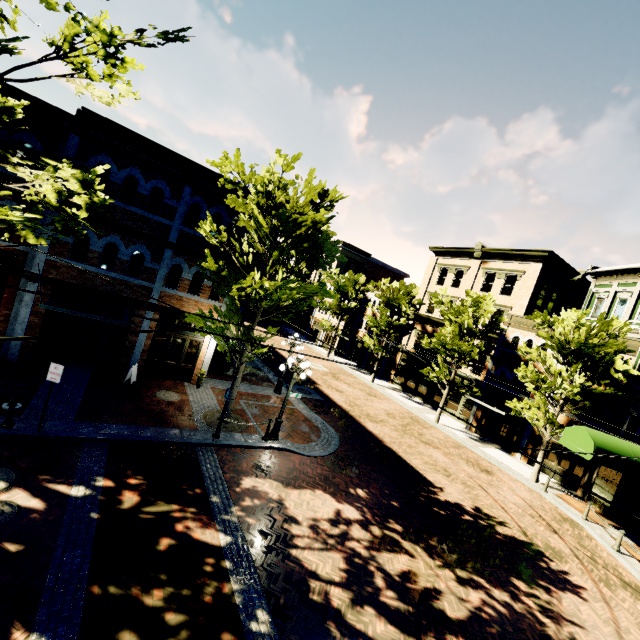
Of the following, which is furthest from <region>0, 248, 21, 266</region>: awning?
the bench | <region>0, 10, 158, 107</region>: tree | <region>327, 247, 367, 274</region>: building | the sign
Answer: <region>327, 247, 367, 274</region>: building

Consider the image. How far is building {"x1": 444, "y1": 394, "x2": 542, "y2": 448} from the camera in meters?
21.8 m

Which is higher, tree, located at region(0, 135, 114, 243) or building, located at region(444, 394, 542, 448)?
tree, located at region(0, 135, 114, 243)

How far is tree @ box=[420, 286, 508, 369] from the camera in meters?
22.5 m

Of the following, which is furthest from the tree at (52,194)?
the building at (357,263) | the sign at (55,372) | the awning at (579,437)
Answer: the sign at (55,372)

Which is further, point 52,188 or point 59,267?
point 59,267

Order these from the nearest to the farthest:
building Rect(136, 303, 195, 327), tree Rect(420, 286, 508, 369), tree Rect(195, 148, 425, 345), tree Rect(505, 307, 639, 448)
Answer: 1. tree Rect(195, 148, 425, 345)
2. building Rect(136, 303, 195, 327)
3. tree Rect(505, 307, 639, 448)
4. tree Rect(420, 286, 508, 369)

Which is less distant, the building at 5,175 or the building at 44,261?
the building at 5,175
